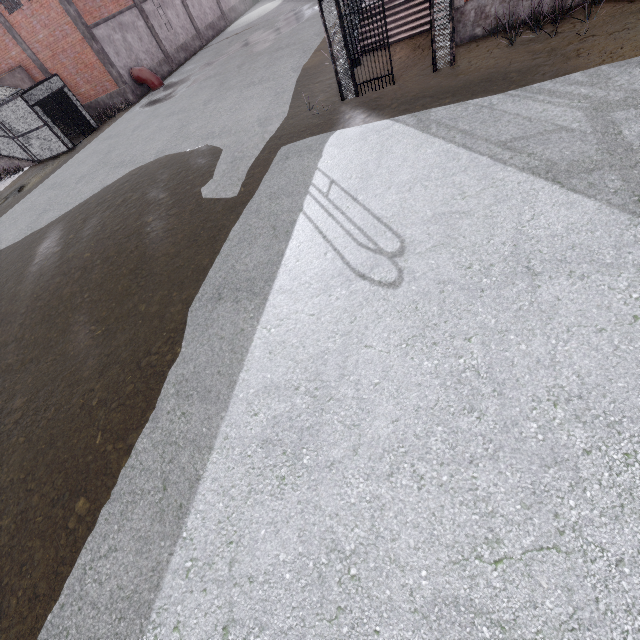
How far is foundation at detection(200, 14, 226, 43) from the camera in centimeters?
2898cm

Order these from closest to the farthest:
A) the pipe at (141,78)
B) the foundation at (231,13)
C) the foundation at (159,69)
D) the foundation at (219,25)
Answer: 1. the pipe at (141,78)
2. the foundation at (159,69)
3. the foundation at (219,25)
4. the foundation at (231,13)

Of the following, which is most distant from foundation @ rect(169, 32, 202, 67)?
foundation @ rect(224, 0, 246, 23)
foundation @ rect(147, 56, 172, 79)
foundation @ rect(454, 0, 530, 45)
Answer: foundation @ rect(454, 0, 530, 45)

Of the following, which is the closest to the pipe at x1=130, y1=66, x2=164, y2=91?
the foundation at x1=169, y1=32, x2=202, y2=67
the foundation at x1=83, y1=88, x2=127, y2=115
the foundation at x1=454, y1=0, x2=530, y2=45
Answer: the foundation at x1=83, y1=88, x2=127, y2=115

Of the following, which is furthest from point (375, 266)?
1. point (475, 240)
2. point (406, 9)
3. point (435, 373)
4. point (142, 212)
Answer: point (406, 9)

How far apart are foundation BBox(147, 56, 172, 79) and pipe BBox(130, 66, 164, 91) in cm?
5

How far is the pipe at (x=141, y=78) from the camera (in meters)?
21.73

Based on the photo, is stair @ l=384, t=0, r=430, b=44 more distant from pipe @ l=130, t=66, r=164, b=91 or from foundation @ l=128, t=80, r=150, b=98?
foundation @ l=128, t=80, r=150, b=98
